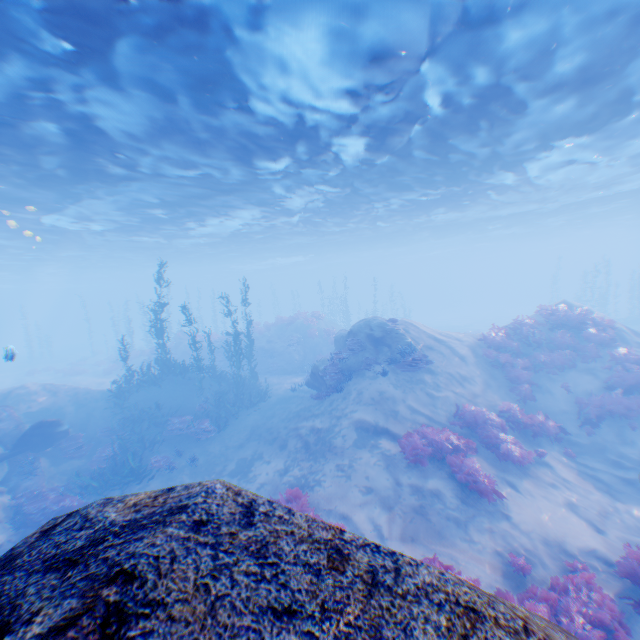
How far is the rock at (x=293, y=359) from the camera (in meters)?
25.84

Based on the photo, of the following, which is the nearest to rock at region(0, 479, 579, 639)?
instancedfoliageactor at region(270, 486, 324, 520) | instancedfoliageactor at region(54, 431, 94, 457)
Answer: instancedfoliageactor at region(270, 486, 324, 520)

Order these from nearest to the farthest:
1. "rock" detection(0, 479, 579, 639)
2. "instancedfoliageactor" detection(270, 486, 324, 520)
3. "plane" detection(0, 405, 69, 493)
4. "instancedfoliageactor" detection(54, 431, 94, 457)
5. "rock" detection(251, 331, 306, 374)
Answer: "rock" detection(0, 479, 579, 639), "instancedfoliageactor" detection(270, 486, 324, 520), "plane" detection(0, 405, 69, 493), "instancedfoliageactor" detection(54, 431, 94, 457), "rock" detection(251, 331, 306, 374)

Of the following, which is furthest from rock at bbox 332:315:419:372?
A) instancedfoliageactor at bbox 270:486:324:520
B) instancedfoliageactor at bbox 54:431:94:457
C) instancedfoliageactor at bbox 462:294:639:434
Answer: instancedfoliageactor at bbox 462:294:639:434

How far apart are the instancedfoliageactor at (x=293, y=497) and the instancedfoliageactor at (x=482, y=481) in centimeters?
303cm

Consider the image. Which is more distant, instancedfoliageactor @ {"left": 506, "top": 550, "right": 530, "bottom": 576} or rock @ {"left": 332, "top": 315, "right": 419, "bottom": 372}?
rock @ {"left": 332, "top": 315, "right": 419, "bottom": 372}

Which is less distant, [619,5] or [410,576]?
[410,576]

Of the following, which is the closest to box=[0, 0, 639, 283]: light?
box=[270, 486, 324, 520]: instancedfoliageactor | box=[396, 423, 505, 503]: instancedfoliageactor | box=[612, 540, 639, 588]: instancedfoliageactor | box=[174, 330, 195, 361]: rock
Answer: box=[612, 540, 639, 588]: instancedfoliageactor
